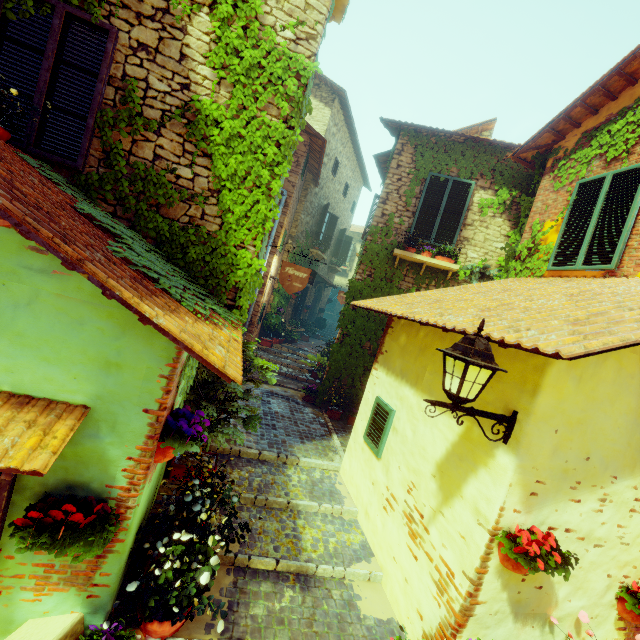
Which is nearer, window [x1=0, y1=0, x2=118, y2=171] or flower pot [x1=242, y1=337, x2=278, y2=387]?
window [x1=0, y1=0, x2=118, y2=171]

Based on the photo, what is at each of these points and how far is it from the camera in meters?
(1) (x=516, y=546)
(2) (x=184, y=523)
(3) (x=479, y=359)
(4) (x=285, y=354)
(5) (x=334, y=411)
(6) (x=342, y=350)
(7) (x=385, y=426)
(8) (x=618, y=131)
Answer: (1) flower pot, 2.6 m
(2) flower pot, 3.1 m
(3) street light, 2.4 m
(4) stair, 11.9 m
(5) flower pot, 7.8 m
(6) vines, 8.2 m
(7) window, 4.5 m
(8) vines, 5.3 m

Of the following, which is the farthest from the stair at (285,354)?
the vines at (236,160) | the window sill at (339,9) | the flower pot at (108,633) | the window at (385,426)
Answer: the window sill at (339,9)

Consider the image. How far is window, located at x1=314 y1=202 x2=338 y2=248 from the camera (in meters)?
14.15

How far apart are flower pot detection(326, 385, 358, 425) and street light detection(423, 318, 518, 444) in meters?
5.3 m

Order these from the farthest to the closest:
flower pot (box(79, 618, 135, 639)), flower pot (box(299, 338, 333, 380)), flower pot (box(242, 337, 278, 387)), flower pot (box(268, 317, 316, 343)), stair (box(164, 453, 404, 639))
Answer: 1. flower pot (box(268, 317, 316, 343))
2. flower pot (box(299, 338, 333, 380))
3. flower pot (box(242, 337, 278, 387))
4. stair (box(164, 453, 404, 639))
5. flower pot (box(79, 618, 135, 639))

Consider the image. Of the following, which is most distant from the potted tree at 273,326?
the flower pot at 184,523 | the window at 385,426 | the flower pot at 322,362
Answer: the flower pot at 184,523

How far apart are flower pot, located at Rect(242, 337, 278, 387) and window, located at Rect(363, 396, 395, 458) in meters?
1.5 m
